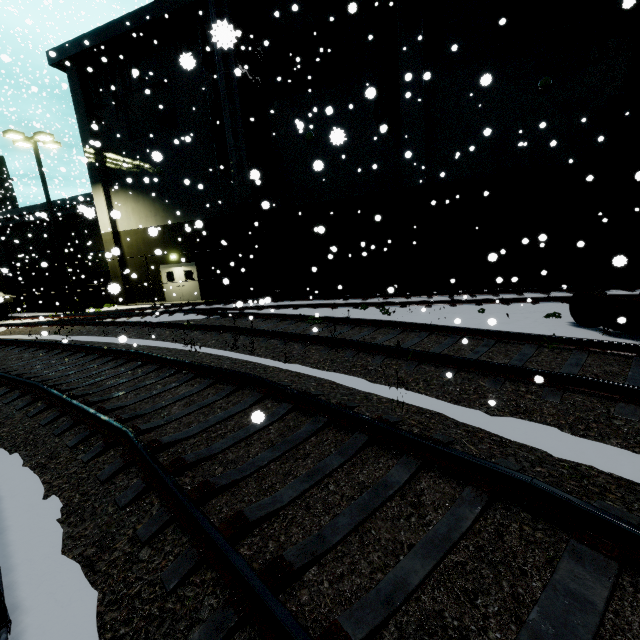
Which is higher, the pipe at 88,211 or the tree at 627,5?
the tree at 627,5

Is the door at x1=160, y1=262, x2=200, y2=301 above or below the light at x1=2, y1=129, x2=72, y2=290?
below

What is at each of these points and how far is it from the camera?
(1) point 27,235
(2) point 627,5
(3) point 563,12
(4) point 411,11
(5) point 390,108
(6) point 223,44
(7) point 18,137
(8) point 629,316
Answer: (1) building, 27.6 meters
(2) tree, 3.6 meters
(3) tree, 12.2 meters
(4) tree, 13.2 meters
(5) tree, 14.7 meters
(6) vent duct, 2.2 meters
(7) light, 17.0 meters
(8) bogie, 6.9 meters

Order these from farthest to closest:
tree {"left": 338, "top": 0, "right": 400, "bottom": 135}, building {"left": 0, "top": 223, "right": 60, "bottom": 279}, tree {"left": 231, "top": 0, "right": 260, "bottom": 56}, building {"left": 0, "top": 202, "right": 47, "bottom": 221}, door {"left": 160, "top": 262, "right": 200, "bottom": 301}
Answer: building {"left": 0, "top": 202, "right": 47, "bottom": 221}
building {"left": 0, "top": 223, "right": 60, "bottom": 279}
door {"left": 160, "top": 262, "right": 200, "bottom": 301}
tree {"left": 231, "top": 0, "right": 260, "bottom": 56}
tree {"left": 338, "top": 0, "right": 400, "bottom": 135}

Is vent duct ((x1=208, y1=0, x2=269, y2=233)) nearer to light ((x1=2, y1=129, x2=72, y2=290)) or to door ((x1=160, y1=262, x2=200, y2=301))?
door ((x1=160, y1=262, x2=200, y2=301))

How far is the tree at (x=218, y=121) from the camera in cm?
1645

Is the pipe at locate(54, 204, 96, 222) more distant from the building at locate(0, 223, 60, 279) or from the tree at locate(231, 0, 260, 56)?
the tree at locate(231, 0, 260, 56)

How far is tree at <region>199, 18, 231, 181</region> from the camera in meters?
16.5
